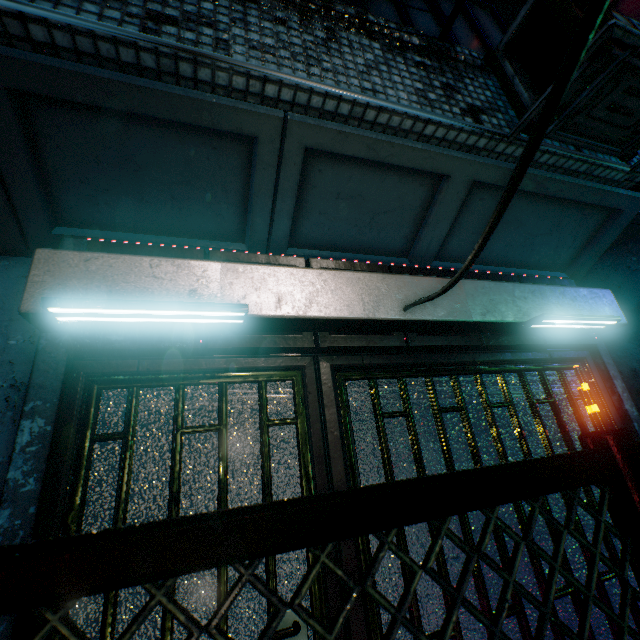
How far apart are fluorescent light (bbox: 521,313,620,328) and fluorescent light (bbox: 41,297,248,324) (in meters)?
1.70

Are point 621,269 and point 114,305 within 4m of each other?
no

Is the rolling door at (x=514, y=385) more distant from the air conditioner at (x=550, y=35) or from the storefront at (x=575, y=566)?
the air conditioner at (x=550, y=35)

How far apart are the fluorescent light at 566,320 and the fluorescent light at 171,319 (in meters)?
1.70

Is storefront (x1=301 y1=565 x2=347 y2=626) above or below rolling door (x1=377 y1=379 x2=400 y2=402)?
below

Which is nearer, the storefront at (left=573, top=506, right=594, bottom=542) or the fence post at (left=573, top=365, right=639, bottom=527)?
the fence post at (left=573, top=365, right=639, bottom=527)

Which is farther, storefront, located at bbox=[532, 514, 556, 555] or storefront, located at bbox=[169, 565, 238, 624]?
storefront, located at bbox=[532, 514, 556, 555]

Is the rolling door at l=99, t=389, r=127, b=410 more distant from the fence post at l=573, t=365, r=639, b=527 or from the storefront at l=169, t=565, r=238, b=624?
the fence post at l=573, t=365, r=639, b=527
